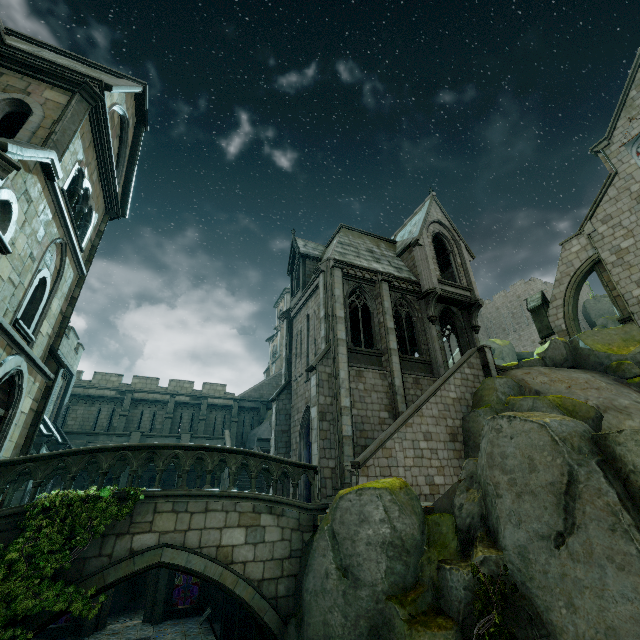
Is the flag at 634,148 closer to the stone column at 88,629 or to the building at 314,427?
the building at 314,427

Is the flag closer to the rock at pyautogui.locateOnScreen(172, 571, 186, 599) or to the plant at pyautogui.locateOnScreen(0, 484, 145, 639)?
the rock at pyautogui.locateOnScreen(172, 571, 186, 599)

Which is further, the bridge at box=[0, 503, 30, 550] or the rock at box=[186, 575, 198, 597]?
the rock at box=[186, 575, 198, 597]

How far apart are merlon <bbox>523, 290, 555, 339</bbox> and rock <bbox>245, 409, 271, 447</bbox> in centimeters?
2254cm

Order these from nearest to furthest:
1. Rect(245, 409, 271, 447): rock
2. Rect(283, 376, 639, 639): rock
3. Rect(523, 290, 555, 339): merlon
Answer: Rect(283, 376, 639, 639): rock < Rect(523, 290, 555, 339): merlon < Rect(245, 409, 271, 447): rock

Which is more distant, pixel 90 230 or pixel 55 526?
pixel 90 230

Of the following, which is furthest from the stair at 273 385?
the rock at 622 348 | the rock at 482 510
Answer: the rock at 482 510

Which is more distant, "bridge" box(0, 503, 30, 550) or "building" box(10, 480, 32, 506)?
"building" box(10, 480, 32, 506)
